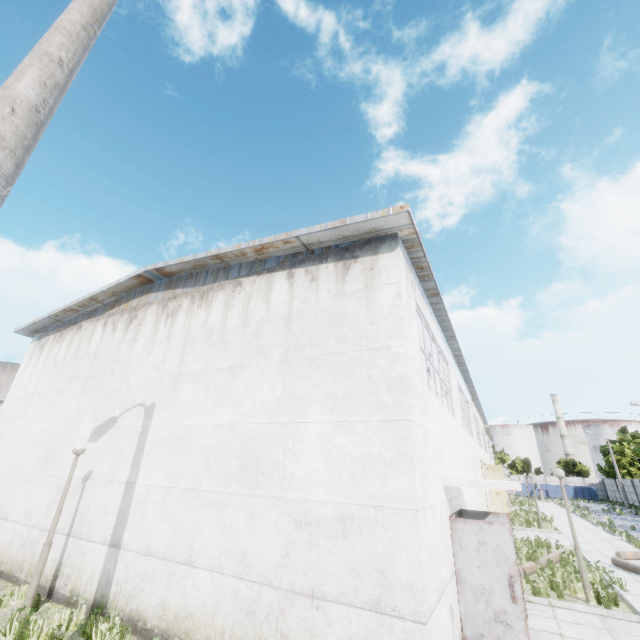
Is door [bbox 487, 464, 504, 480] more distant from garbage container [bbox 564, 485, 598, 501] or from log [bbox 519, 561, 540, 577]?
garbage container [bbox 564, 485, 598, 501]

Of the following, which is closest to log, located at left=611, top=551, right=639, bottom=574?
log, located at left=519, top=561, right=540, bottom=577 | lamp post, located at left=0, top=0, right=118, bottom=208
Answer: log, located at left=519, top=561, right=540, bottom=577

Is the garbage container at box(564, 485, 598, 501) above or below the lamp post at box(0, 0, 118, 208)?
below

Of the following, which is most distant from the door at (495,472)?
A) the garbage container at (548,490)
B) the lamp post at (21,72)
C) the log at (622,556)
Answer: the garbage container at (548,490)

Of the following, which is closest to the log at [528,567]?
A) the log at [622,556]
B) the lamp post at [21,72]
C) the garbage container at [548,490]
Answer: the log at [622,556]

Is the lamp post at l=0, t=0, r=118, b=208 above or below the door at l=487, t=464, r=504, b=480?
above

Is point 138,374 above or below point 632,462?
below

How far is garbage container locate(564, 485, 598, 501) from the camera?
53.1 meters
